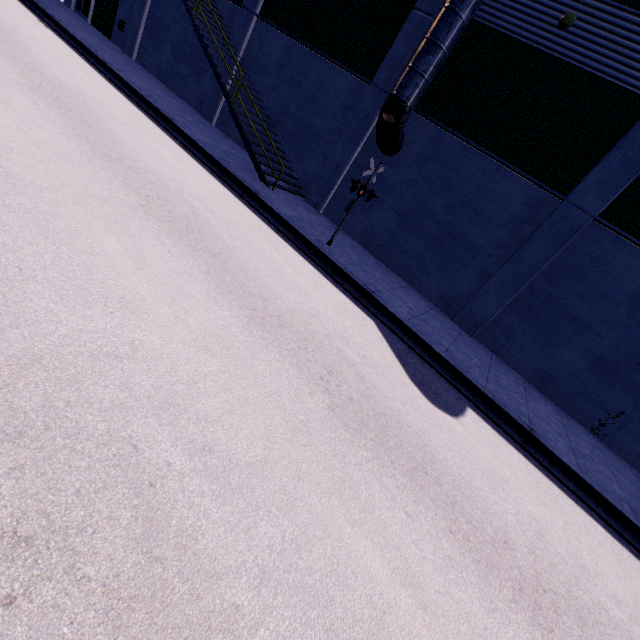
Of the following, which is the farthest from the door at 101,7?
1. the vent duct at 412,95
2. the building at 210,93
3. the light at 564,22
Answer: the light at 564,22

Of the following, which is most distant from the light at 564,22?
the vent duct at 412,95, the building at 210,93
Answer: the vent duct at 412,95

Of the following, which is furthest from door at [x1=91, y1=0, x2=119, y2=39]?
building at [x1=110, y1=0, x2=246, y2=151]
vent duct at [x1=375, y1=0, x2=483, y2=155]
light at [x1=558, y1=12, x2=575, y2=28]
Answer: light at [x1=558, y1=12, x2=575, y2=28]

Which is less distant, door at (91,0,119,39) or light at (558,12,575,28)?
light at (558,12,575,28)

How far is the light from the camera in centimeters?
919cm

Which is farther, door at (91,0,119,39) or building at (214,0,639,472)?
door at (91,0,119,39)

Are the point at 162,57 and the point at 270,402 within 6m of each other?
no
